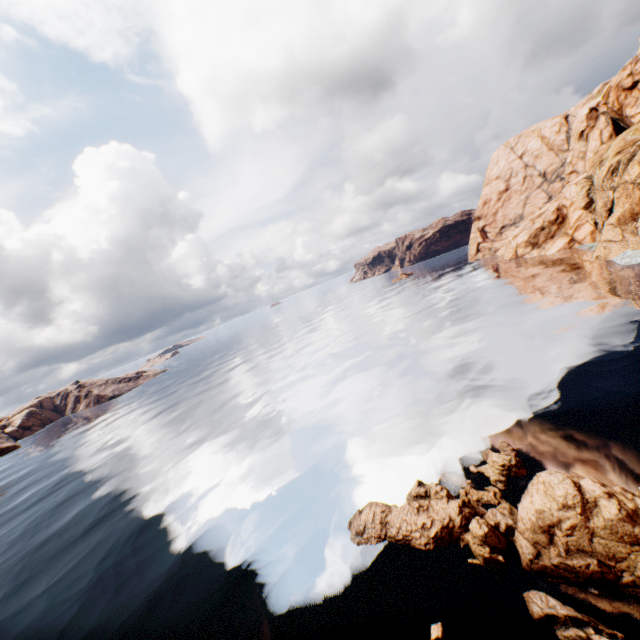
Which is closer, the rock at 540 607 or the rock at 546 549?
the rock at 540 607

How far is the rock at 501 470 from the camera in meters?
15.4

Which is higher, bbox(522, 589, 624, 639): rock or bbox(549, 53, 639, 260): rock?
bbox(549, 53, 639, 260): rock

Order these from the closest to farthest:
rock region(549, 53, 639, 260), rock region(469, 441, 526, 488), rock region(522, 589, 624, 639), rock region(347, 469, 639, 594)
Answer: rock region(522, 589, 624, 639)
rock region(347, 469, 639, 594)
rock region(469, 441, 526, 488)
rock region(549, 53, 639, 260)

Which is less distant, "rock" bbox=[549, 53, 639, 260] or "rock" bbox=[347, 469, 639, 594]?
"rock" bbox=[347, 469, 639, 594]

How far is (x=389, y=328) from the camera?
53.5m

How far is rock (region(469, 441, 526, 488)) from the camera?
15.4m
